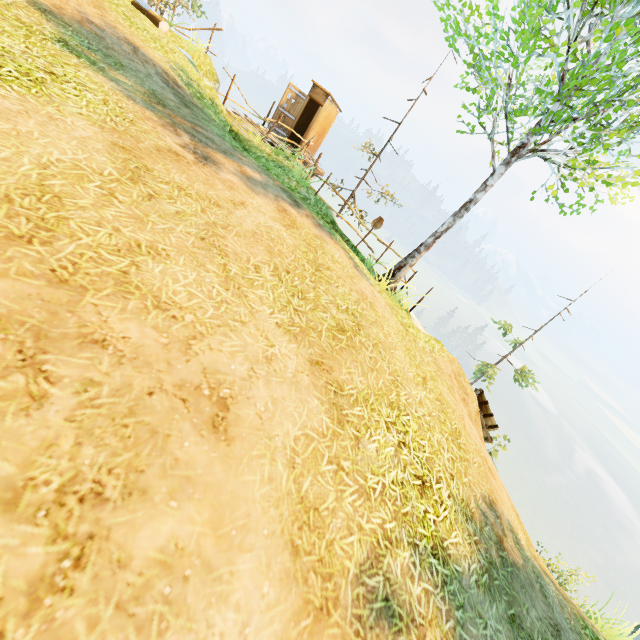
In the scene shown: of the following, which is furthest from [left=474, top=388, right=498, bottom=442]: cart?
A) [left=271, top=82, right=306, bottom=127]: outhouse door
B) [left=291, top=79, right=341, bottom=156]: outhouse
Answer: [left=271, top=82, right=306, bottom=127]: outhouse door

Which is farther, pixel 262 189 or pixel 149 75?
pixel 149 75

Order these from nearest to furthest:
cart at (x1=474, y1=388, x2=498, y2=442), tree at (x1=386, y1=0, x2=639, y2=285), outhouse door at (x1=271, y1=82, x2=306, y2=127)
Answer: tree at (x1=386, y1=0, x2=639, y2=285)
cart at (x1=474, y1=388, x2=498, y2=442)
outhouse door at (x1=271, y1=82, x2=306, y2=127)

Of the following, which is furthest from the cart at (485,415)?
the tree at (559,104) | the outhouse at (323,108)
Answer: the outhouse at (323,108)

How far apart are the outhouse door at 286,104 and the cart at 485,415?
13.85m

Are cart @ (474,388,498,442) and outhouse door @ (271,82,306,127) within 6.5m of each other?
no

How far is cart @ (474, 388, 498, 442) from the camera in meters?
10.8 m
